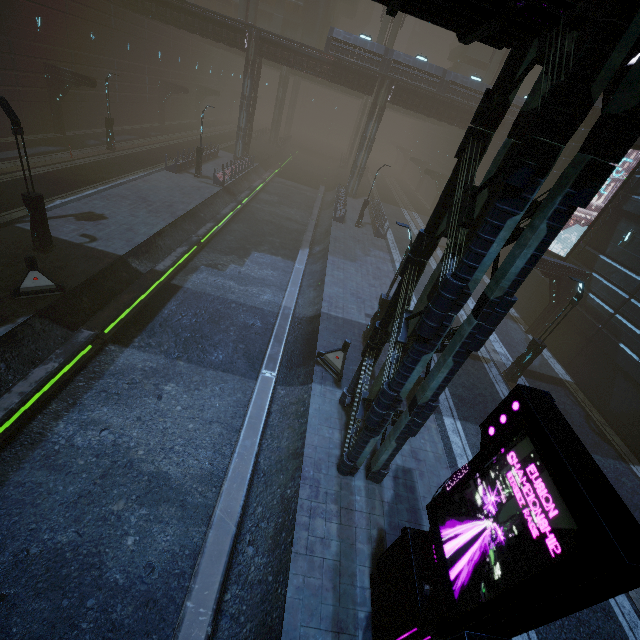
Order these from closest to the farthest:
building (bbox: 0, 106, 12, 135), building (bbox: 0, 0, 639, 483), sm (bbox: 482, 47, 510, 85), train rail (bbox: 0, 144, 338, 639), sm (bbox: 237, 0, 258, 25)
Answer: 1. building (bbox: 0, 0, 639, 483)
2. train rail (bbox: 0, 144, 338, 639)
3. building (bbox: 0, 106, 12, 135)
4. sm (bbox: 237, 0, 258, 25)
5. sm (bbox: 482, 47, 510, 85)

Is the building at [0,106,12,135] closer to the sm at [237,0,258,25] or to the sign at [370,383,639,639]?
the sign at [370,383,639,639]

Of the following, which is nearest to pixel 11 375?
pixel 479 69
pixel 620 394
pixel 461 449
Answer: pixel 461 449

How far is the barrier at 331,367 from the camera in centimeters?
1269cm

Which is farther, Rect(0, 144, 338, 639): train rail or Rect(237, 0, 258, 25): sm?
Rect(237, 0, 258, 25): sm

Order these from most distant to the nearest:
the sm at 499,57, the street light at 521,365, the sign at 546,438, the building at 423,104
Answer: the sm at 499,57 < the street light at 521,365 < the building at 423,104 < the sign at 546,438

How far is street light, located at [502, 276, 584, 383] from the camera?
13.3m

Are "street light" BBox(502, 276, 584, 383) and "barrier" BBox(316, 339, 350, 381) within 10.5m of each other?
yes
